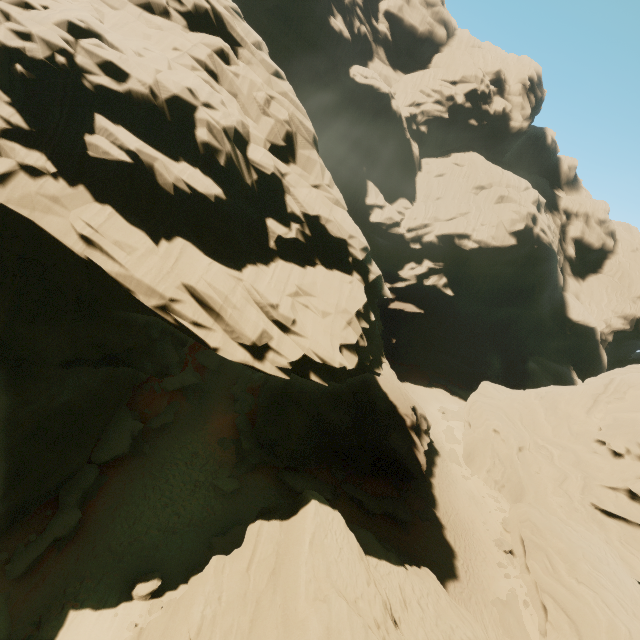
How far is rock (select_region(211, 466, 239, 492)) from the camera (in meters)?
22.67

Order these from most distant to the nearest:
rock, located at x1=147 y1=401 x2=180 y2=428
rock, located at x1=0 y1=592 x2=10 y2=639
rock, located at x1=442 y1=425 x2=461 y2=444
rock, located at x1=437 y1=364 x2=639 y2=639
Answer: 1. rock, located at x1=442 y1=425 x2=461 y2=444
2. rock, located at x1=147 y1=401 x2=180 y2=428
3. rock, located at x1=437 y1=364 x2=639 y2=639
4. rock, located at x1=0 y1=592 x2=10 y2=639

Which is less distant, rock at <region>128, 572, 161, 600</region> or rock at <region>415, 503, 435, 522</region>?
Answer: rock at <region>128, 572, 161, 600</region>

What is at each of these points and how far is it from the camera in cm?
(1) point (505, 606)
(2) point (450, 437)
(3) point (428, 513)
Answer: (1) rock, 2400
(2) rock, 4262
(3) rock, 2898

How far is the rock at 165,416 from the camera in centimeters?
2444cm

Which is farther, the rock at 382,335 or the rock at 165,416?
the rock at 165,416
